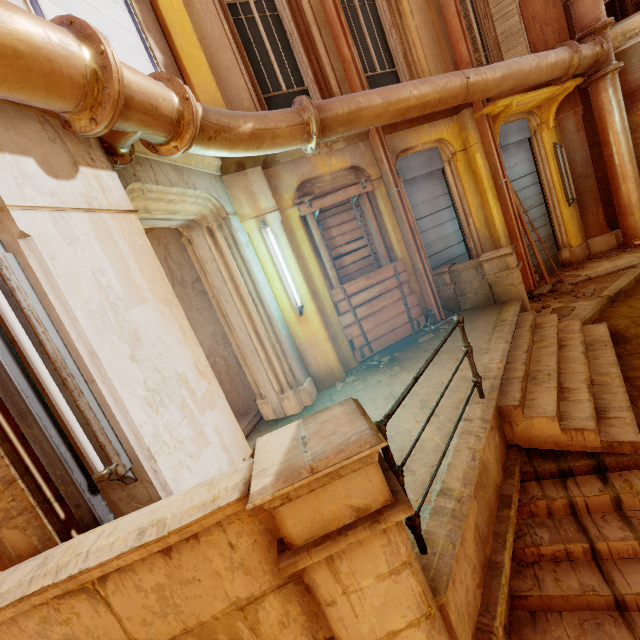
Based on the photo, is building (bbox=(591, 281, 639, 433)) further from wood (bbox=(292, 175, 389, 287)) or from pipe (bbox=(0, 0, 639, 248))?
wood (bbox=(292, 175, 389, 287))

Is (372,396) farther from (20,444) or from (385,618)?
(20,444)

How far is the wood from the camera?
5.8m

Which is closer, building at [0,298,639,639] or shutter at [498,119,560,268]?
building at [0,298,639,639]

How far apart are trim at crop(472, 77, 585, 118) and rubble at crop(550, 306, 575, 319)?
4.2 meters

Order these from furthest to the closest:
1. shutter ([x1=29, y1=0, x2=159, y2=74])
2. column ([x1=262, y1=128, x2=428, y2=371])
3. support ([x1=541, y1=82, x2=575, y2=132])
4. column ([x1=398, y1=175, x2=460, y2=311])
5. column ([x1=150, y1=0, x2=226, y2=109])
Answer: support ([x1=541, y1=82, x2=575, y2=132])
column ([x1=398, y1=175, x2=460, y2=311])
column ([x1=262, y1=128, x2=428, y2=371])
column ([x1=150, y1=0, x2=226, y2=109])
shutter ([x1=29, y1=0, x2=159, y2=74])

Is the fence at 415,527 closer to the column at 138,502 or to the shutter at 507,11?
the column at 138,502

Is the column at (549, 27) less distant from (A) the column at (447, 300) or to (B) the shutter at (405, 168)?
(A) the column at (447, 300)
